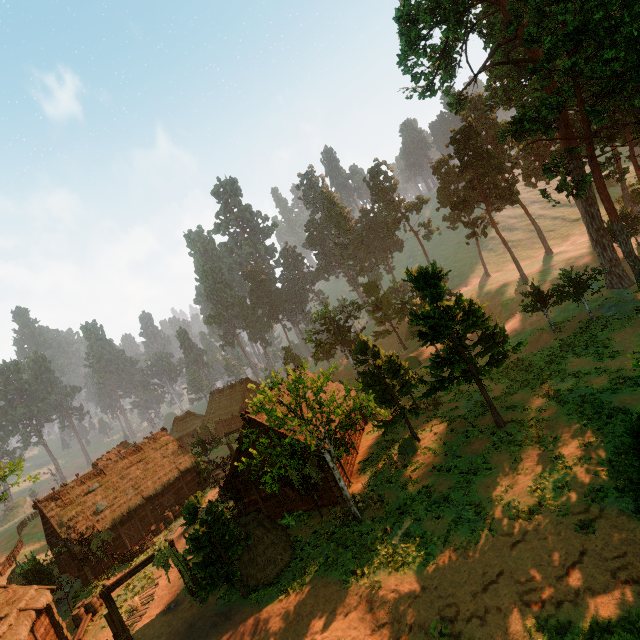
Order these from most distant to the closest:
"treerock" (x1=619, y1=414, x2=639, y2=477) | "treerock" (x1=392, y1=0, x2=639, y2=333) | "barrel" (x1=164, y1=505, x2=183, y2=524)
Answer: "barrel" (x1=164, y1=505, x2=183, y2=524) < "treerock" (x1=392, y1=0, x2=639, y2=333) < "treerock" (x1=619, y1=414, x2=639, y2=477)

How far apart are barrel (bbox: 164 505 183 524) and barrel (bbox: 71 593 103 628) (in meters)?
7.48

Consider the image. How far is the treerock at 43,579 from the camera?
23.19m

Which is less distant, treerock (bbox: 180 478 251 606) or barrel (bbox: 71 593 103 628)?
treerock (bbox: 180 478 251 606)

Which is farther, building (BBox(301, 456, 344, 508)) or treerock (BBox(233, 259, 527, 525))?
building (BBox(301, 456, 344, 508))

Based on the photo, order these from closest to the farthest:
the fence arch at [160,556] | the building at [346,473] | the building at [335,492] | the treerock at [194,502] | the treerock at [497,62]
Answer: the treerock at [194,502] < the fence arch at [160,556] < the building at [335,492] < the treerock at [497,62] < the building at [346,473]

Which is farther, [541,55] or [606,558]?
[541,55]

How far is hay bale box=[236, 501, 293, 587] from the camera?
17.73m
